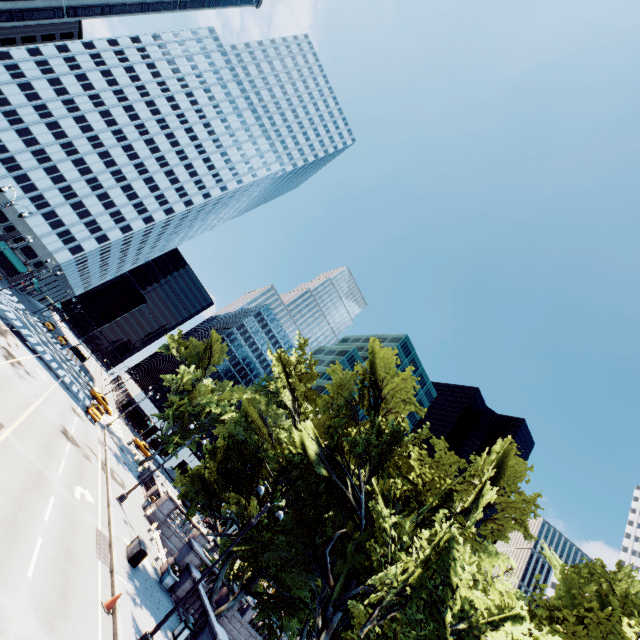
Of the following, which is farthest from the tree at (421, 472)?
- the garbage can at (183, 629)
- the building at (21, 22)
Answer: the building at (21, 22)

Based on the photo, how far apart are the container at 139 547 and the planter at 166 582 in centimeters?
253cm

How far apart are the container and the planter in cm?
253

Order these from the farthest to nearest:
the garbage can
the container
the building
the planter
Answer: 1. the building
2. the planter
3. the container
4. the garbage can

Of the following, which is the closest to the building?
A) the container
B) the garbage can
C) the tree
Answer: the tree

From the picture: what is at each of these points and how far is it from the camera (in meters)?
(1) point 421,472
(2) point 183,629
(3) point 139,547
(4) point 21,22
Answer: (1) tree, 14.45
(2) garbage can, 16.39
(3) container, 18.62
(4) building, 41.34

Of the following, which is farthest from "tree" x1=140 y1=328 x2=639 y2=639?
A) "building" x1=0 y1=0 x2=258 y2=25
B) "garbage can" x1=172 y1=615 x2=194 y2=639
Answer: "building" x1=0 y1=0 x2=258 y2=25

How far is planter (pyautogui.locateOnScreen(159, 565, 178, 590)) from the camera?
19.92m
